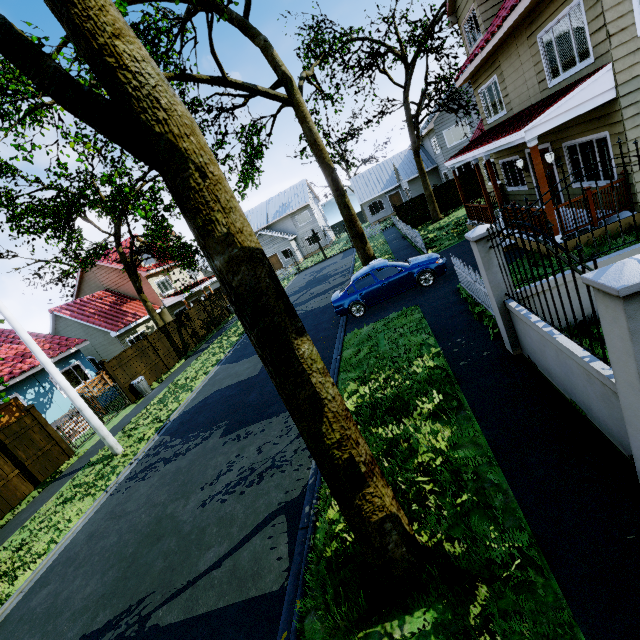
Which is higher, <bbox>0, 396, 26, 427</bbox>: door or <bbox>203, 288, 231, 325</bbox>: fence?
<bbox>0, 396, 26, 427</bbox>: door

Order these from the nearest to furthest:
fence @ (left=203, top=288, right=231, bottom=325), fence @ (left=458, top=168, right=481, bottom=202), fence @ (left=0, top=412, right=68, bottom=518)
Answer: fence @ (left=0, top=412, right=68, bottom=518) → fence @ (left=458, top=168, right=481, bottom=202) → fence @ (left=203, top=288, right=231, bottom=325)

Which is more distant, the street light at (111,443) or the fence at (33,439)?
the fence at (33,439)

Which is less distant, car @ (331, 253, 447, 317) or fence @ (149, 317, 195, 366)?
car @ (331, 253, 447, 317)

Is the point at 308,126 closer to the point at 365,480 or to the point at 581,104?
the point at 581,104

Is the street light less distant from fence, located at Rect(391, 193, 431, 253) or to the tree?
the tree

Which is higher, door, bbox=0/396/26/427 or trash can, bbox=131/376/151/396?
door, bbox=0/396/26/427

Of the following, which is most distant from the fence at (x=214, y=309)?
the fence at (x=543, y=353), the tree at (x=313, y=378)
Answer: the tree at (x=313, y=378)
